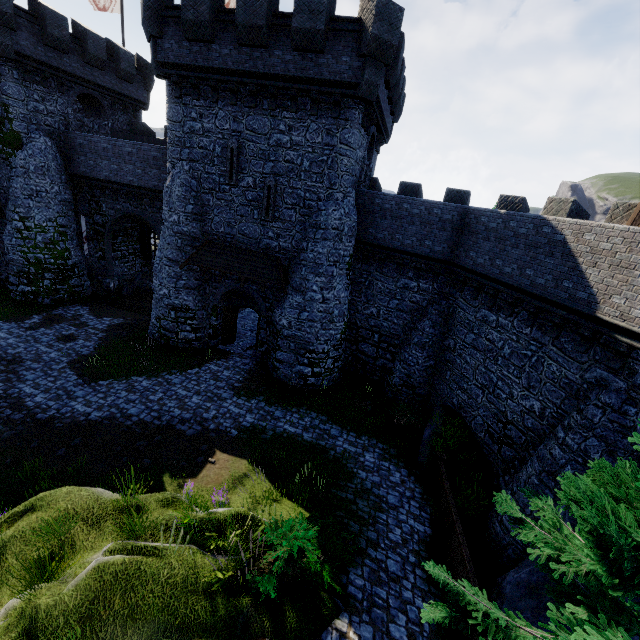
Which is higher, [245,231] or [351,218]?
[351,218]

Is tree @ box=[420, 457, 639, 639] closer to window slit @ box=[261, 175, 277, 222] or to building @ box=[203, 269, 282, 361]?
building @ box=[203, 269, 282, 361]

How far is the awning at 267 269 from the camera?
16.69m

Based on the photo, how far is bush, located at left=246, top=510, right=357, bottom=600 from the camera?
6.49m

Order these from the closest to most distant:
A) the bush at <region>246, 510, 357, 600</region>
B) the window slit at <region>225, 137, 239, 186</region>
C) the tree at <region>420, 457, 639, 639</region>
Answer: the tree at <region>420, 457, 639, 639</region>
the bush at <region>246, 510, 357, 600</region>
the window slit at <region>225, 137, 239, 186</region>

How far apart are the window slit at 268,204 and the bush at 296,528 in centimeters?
1309cm

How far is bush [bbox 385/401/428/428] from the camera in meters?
15.8 m

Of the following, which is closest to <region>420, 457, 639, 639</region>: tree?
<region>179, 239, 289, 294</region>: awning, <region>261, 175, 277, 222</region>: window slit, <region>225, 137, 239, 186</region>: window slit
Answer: <region>179, 239, 289, 294</region>: awning
